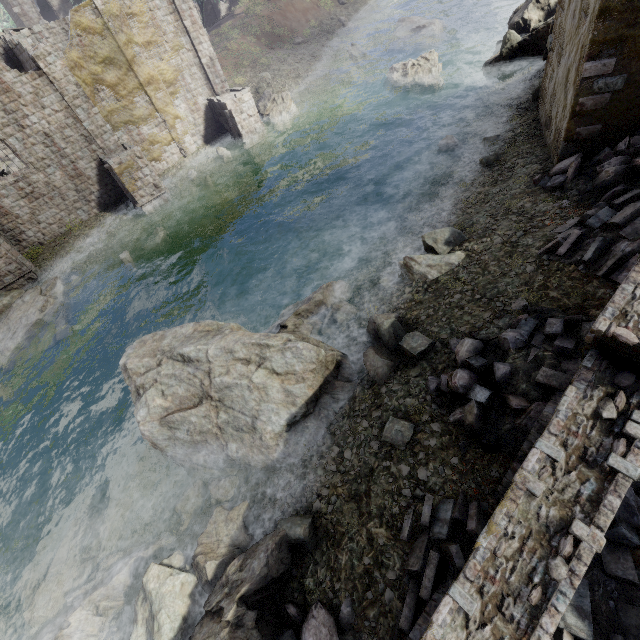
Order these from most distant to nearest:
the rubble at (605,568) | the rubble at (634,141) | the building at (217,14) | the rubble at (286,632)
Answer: the building at (217,14), the rubble at (634,141), the rubble at (286,632), the rubble at (605,568)

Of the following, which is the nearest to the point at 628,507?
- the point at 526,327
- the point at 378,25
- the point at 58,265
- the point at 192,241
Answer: the point at 526,327

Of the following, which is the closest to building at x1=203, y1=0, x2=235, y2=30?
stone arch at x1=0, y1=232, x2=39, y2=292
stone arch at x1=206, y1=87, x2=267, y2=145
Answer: stone arch at x1=206, y1=87, x2=267, y2=145

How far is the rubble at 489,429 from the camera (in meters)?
6.16

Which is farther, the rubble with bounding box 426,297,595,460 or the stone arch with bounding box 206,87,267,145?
the stone arch with bounding box 206,87,267,145

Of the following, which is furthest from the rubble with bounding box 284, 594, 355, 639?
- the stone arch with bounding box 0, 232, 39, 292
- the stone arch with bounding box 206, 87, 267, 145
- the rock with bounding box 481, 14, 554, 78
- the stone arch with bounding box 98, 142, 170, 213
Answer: the stone arch with bounding box 0, 232, 39, 292

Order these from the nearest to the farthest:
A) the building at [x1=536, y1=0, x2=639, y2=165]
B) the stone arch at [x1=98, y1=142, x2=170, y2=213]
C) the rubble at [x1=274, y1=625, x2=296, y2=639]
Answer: the rubble at [x1=274, y1=625, x2=296, y2=639]
the building at [x1=536, y1=0, x2=639, y2=165]
the stone arch at [x1=98, y1=142, x2=170, y2=213]

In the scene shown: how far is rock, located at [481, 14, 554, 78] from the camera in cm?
1744
